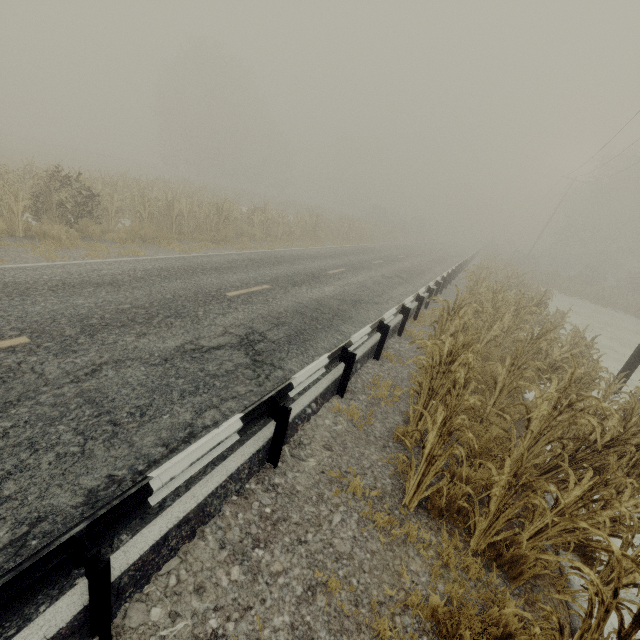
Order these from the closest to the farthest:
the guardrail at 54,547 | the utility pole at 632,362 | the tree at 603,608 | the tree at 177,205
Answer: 1. the guardrail at 54,547
2. the tree at 603,608
3. the utility pole at 632,362
4. the tree at 177,205

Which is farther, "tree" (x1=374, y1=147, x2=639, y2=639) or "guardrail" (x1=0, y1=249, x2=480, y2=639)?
"tree" (x1=374, y1=147, x2=639, y2=639)

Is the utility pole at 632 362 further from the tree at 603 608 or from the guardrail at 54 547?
the guardrail at 54 547

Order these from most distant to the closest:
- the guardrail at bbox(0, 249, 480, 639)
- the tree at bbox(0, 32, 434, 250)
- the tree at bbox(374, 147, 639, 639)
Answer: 1. the tree at bbox(0, 32, 434, 250)
2. the tree at bbox(374, 147, 639, 639)
3. the guardrail at bbox(0, 249, 480, 639)

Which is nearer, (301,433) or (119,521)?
(119,521)

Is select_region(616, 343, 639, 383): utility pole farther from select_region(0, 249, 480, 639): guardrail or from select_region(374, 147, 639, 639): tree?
select_region(0, 249, 480, 639): guardrail

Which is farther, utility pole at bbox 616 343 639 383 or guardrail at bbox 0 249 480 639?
utility pole at bbox 616 343 639 383

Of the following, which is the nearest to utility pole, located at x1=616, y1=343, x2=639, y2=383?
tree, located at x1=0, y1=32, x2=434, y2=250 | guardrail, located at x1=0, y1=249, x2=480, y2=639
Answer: tree, located at x1=0, y1=32, x2=434, y2=250
